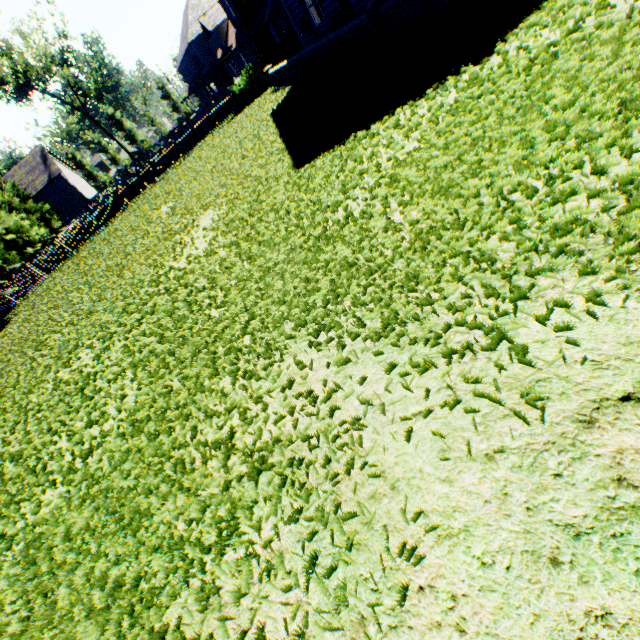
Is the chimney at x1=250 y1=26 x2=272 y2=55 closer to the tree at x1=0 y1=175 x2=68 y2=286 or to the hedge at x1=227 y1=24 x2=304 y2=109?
the hedge at x1=227 y1=24 x2=304 y2=109

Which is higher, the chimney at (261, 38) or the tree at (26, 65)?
the tree at (26, 65)

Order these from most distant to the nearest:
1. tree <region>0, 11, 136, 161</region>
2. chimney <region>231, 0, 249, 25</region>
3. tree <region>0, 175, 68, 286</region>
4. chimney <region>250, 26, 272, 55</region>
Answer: tree <region>0, 11, 136, 161</region>, chimney <region>250, 26, 272, 55</region>, chimney <region>231, 0, 249, 25</region>, tree <region>0, 175, 68, 286</region>

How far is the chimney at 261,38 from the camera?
26.2 meters

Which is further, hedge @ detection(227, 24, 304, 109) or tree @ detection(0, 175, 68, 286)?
tree @ detection(0, 175, 68, 286)

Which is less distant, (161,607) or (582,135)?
(161,607)

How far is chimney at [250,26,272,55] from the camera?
26.2m

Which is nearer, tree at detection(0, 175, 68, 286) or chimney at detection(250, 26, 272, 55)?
tree at detection(0, 175, 68, 286)
